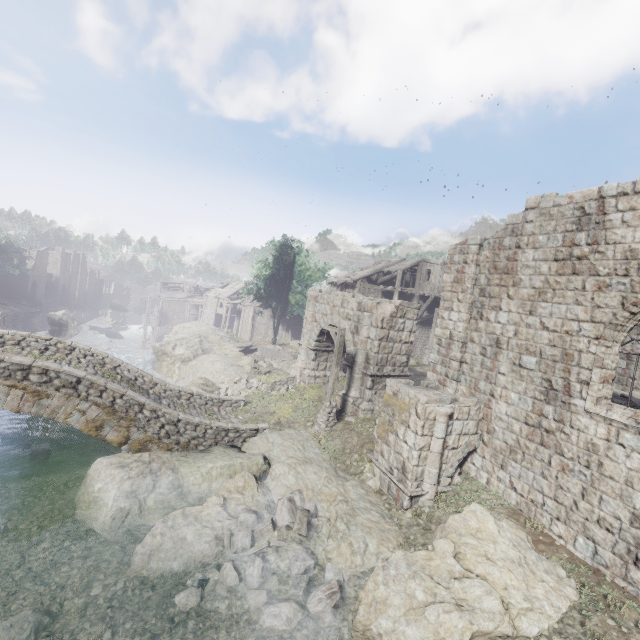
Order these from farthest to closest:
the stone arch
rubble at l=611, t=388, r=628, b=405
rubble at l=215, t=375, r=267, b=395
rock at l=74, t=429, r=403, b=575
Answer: rubble at l=215, t=375, r=267, b=395, rubble at l=611, t=388, r=628, b=405, the stone arch, rock at l=74, t=429, r=403, b=575

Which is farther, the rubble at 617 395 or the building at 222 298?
the building at 222 298

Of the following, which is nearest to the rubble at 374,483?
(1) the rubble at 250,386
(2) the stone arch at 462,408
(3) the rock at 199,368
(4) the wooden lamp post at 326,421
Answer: (3) the rock at 199,368

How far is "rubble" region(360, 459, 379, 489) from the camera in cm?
1140

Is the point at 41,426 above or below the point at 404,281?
below

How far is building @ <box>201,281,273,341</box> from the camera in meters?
44.4 m

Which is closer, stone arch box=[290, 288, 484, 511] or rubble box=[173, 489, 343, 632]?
rubble box=[173, 489, 343, 632]

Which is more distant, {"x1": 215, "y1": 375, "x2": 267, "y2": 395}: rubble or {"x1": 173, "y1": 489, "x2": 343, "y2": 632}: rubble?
{"x1": 215, "y1": 375, "x2": 267, "y2": 395}: rubble
